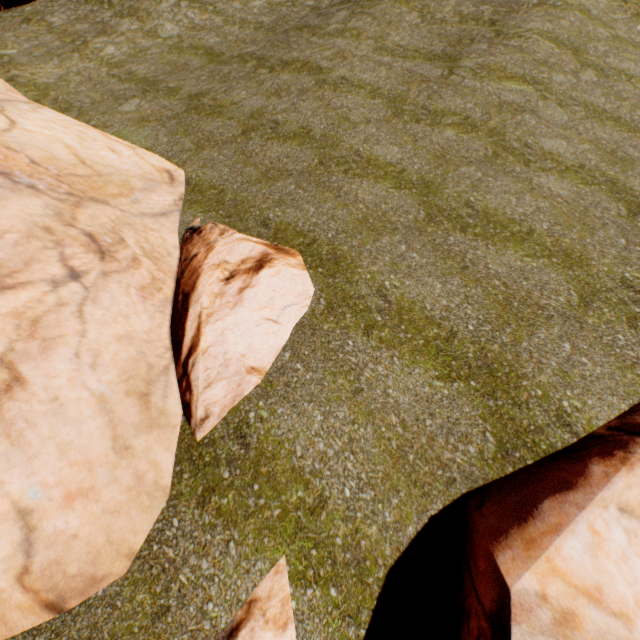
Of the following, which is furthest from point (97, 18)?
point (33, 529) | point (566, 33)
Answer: point (33, 529)

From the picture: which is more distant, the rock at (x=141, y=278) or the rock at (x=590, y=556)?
the rock at (x=141, y=278)

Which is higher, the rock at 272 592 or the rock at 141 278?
the rock at 141 278

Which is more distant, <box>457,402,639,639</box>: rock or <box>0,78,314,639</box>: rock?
<box>0,78,314,639</box>: rock

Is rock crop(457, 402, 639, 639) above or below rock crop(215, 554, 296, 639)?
above
